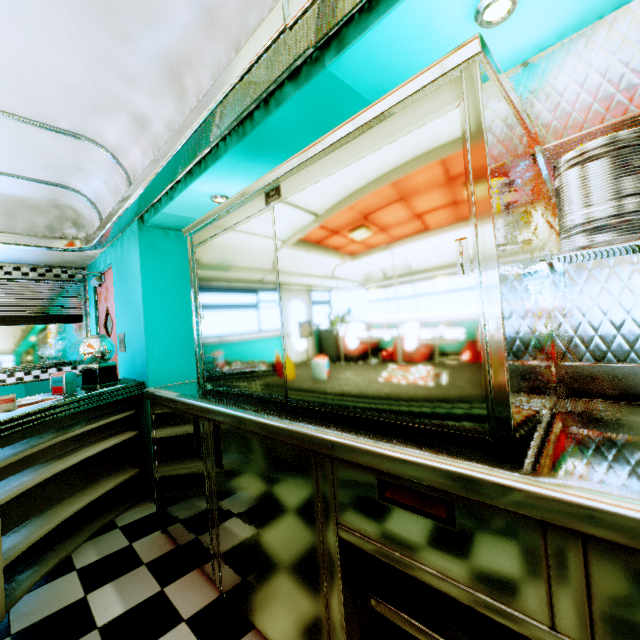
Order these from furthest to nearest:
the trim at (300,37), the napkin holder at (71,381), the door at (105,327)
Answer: the door at (105,327), the napkin holder at (71,381), the trim at (300,37)

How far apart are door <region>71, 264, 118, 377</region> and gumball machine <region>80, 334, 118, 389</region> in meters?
0.9 m

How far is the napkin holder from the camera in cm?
256

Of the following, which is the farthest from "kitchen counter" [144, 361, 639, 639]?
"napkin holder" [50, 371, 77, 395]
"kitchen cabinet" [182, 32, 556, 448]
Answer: "napkin holder" [50, 371, 77, 395]

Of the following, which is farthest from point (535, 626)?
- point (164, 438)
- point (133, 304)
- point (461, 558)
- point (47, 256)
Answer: point (47, 256)

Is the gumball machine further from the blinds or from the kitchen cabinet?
the blinds

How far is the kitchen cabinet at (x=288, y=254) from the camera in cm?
94

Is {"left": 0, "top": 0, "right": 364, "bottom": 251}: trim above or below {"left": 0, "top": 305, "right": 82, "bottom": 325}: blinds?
above
